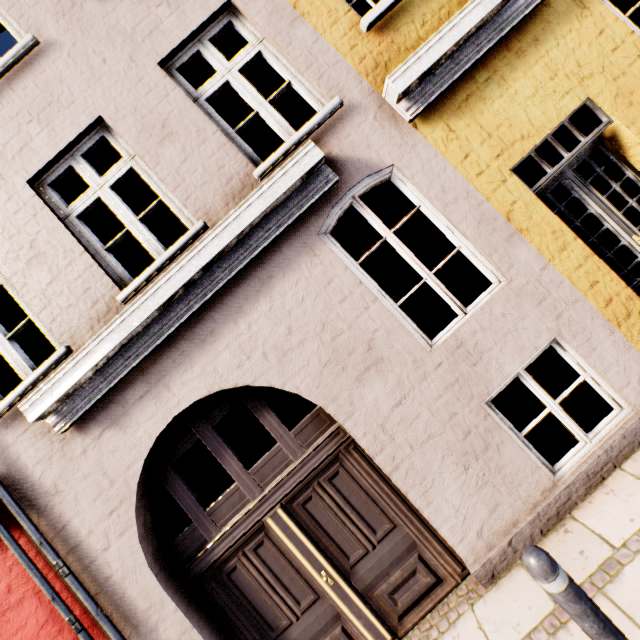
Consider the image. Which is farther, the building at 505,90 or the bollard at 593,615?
the building at 505,90

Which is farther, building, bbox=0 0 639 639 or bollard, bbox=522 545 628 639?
building, bbox=0 0 639 639

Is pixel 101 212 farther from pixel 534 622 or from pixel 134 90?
pixel 534 622
